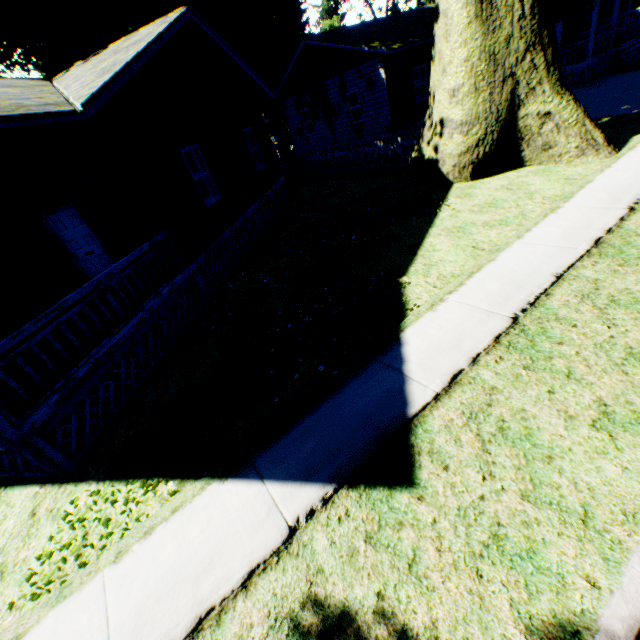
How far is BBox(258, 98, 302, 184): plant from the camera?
18.0 meters

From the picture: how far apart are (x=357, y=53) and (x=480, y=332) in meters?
18.3

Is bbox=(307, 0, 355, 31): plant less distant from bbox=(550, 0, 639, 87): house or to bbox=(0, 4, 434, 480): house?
bbox=(0, 4, 434, 480): house

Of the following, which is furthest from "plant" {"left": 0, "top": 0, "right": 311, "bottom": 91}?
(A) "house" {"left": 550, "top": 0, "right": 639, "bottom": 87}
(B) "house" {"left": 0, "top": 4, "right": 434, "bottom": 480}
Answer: (A) "house" {"left": 550, "top": 0, "right": 639, "bottom": 87}

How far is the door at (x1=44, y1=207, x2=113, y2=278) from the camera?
8.0m

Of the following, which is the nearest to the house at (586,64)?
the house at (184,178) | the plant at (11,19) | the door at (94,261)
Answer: the plant at (11,19)

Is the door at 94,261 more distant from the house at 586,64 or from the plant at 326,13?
the house at 586,64

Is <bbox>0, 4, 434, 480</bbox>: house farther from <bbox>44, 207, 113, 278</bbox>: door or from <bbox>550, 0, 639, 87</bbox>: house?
<bbox>550, 0, 639, 87</bbox>: house
